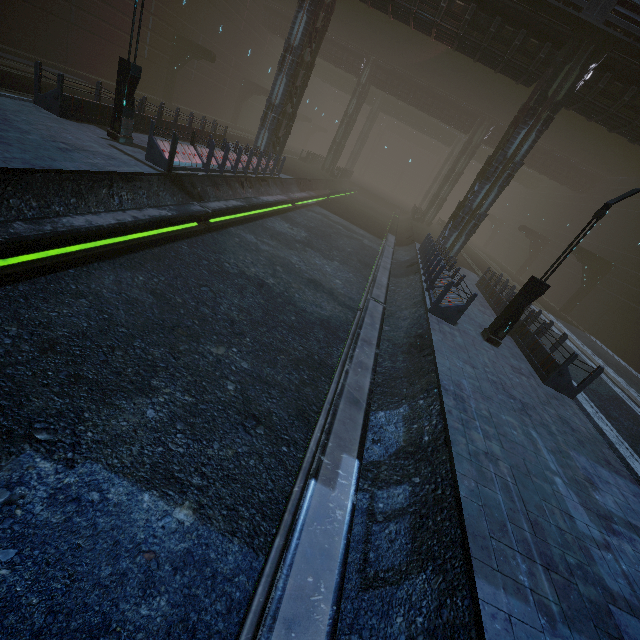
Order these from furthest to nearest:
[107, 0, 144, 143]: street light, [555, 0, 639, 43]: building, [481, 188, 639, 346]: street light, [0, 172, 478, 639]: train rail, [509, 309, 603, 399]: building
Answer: [555, 0, 639, 43]: building → [107, 0, 144, 143]: street light → [509, 309, 603, 399]: building → [481, 188, 639, 346]: street light → [0, 172, 478, 639]: train rail

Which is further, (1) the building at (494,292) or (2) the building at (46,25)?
(2) the building at (46,25)

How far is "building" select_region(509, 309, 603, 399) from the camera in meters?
9.6

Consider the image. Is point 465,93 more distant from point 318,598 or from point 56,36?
point 318,598

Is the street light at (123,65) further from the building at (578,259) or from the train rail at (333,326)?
the train rail at (333,326)

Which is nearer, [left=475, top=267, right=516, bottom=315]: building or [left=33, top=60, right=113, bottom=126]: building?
[left=33, top=60, right=113, bottom=126]: building
